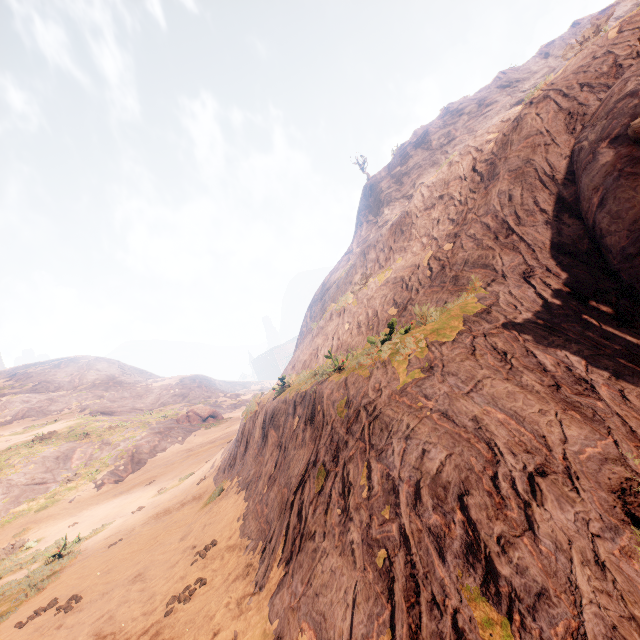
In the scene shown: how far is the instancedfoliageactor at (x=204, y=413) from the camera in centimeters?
3809cm

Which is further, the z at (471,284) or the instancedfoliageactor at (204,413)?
the instancedfoliageactor at (204,413)

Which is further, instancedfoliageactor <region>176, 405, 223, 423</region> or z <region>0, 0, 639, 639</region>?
instancedfoliageactor <region>176, 405, 223, 423</region>

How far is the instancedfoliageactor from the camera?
38.09m

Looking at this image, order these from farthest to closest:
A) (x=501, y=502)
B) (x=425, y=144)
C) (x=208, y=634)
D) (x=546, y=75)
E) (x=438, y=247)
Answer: (x=425, y=144)
(x=546, y=75)
(x=438, y=247)
(x=208, y=634)
(x=501, y=502)
